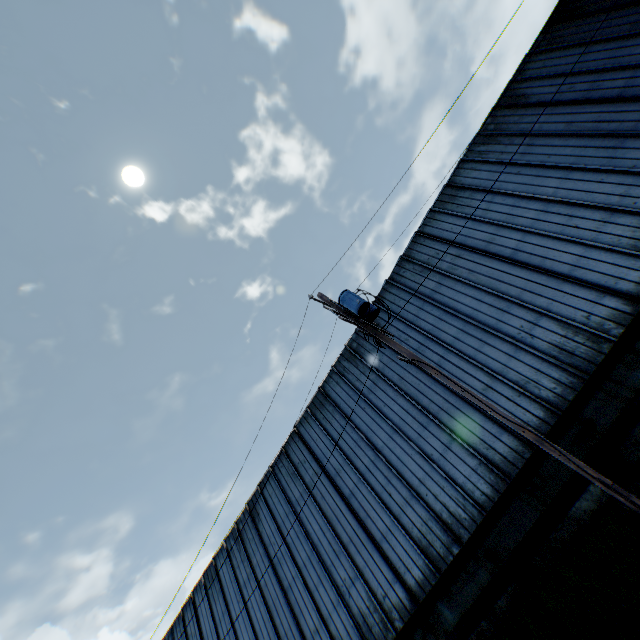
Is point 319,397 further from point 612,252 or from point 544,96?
point 544,96

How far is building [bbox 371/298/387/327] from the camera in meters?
16.8 m

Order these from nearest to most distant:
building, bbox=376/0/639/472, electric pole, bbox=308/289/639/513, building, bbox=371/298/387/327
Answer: electric pole, bbox=308/289/639/513, building, bbox=376/0/639/472, building, bbox=371/298/387/327

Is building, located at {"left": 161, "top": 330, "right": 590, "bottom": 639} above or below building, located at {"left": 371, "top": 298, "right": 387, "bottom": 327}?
below

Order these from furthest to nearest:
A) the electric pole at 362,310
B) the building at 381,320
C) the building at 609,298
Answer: the building at 381,320 < the building at 609,298 < the electric pole at 362,310

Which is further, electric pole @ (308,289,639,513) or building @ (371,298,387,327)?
building @ (371,298,387,327)

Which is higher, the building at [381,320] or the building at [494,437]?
the building at [381,320]
